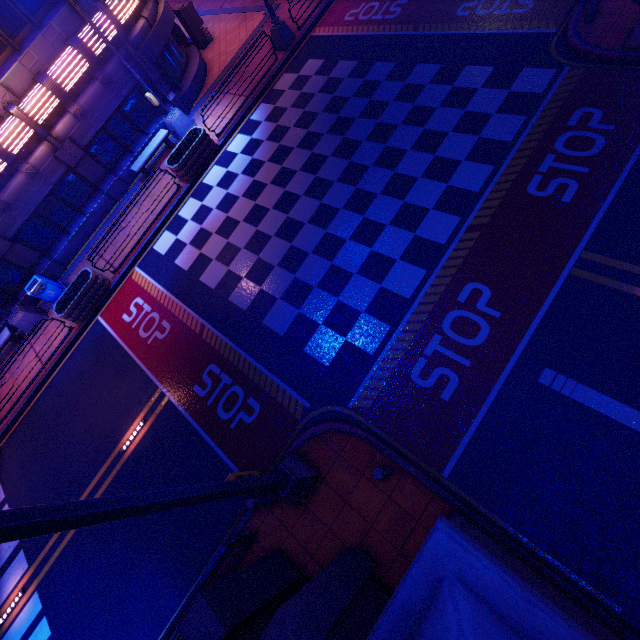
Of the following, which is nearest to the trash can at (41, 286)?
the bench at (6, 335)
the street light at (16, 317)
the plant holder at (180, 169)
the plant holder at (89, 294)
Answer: the street light at (16, 317)

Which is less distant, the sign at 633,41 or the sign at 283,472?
the sign at 283,472

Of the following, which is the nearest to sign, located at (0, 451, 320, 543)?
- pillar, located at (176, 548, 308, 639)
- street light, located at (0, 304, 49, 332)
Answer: pillar, located at (176, 548, 308, 639)

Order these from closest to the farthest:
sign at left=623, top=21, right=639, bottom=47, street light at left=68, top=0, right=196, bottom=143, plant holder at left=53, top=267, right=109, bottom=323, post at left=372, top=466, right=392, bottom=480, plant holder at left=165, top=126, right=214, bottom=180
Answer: post at left=372, top=466, right=392, bottom=480
sign at left=623, top=21, right=639, bottom=47
street light at left=68, top=0, right=196, bottom=143
plant holder at left=53, top=267, right=109, bottom=323
plant holder at left=165, top=126, right=214, bottom=180

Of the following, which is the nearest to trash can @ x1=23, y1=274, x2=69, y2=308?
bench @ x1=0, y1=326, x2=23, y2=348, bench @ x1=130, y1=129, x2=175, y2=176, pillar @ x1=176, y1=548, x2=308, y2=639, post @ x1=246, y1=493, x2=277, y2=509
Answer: bench @ x1=0, y1=326, x2=23, y2=348

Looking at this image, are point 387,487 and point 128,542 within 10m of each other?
yes

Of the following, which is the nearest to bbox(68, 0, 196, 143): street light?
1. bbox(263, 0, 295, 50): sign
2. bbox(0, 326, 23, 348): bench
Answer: bbox(263, 0, 295, 50): sign

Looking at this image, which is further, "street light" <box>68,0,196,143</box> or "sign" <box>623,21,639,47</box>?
"street light" <box>68,0,196,143</box>
